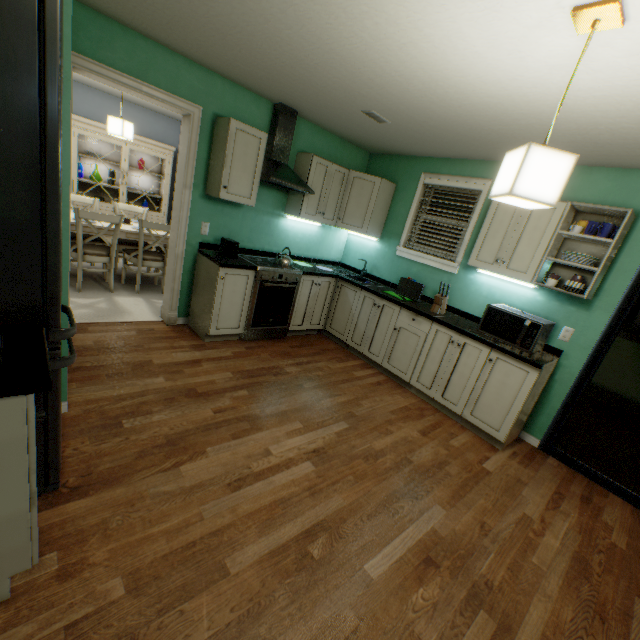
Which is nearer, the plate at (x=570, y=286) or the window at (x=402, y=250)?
the plate at (x=570, y=286)

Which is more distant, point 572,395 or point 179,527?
point 572,395

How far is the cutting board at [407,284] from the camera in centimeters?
380cm

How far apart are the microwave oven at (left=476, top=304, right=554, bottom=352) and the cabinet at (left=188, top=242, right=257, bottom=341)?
2.3 meters

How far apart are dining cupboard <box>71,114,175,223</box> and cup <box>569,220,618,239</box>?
6.07m

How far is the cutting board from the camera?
3.80m

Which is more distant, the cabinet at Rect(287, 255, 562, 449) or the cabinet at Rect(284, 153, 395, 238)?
the cabinet at Rect(284, 153, 395, 238)

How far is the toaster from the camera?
3.29m
